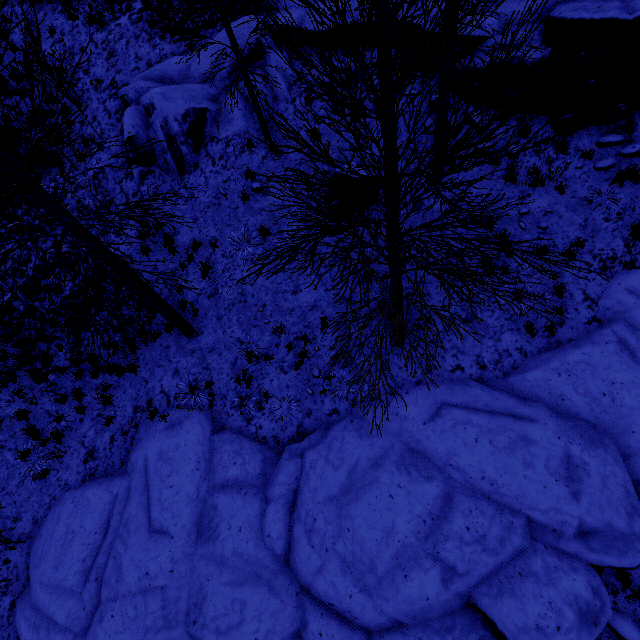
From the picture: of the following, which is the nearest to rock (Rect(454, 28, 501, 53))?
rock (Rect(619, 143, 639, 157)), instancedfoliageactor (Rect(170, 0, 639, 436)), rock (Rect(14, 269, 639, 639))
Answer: rock (Rect(619, 143, 639, 157))

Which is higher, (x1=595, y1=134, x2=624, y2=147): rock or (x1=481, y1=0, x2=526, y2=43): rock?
(x1=481, y1=0, x2=526, y2=43): rock

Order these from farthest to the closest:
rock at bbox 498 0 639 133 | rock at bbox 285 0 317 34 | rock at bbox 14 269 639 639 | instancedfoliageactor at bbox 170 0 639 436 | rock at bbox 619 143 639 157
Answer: rock at bbox 285 0 317 34, rock at bbox 619 143 639 157, rock at bbox 498 0 639 133, rock at bbox 14 269 639 639, instancedfoliageactor at bbox 170 0 639 436

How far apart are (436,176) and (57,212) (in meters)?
8.17

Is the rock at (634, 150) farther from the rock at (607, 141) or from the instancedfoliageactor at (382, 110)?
the instancedfoliageactor at (382, 110)

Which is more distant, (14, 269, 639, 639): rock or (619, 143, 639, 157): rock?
(619, 143, 639, 157): rock

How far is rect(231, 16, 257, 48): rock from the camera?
9.6m

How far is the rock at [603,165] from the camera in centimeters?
730cm
